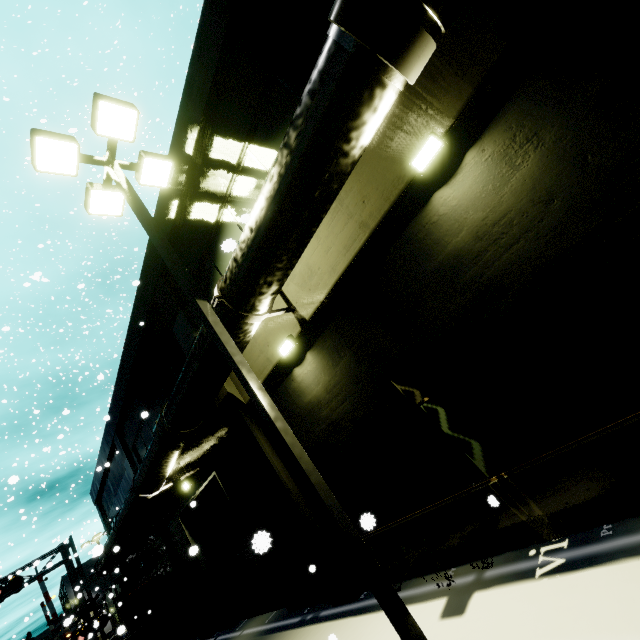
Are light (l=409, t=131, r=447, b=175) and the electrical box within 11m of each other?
no

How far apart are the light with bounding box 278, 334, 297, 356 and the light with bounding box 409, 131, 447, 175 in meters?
3.9 m

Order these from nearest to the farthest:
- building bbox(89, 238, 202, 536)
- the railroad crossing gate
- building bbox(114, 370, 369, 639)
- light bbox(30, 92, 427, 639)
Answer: light bbox(30, 92, 427, 639) < building bbox(114, 370, 369, 639) < building bbox(89, 238, 202, 536) < the railroad crossing gate

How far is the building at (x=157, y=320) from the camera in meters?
9.9 m

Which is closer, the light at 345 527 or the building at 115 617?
the light at 345 527

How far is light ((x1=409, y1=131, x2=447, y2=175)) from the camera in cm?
427

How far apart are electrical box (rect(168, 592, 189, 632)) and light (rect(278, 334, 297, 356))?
16.1 meters

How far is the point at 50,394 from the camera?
36.1m
